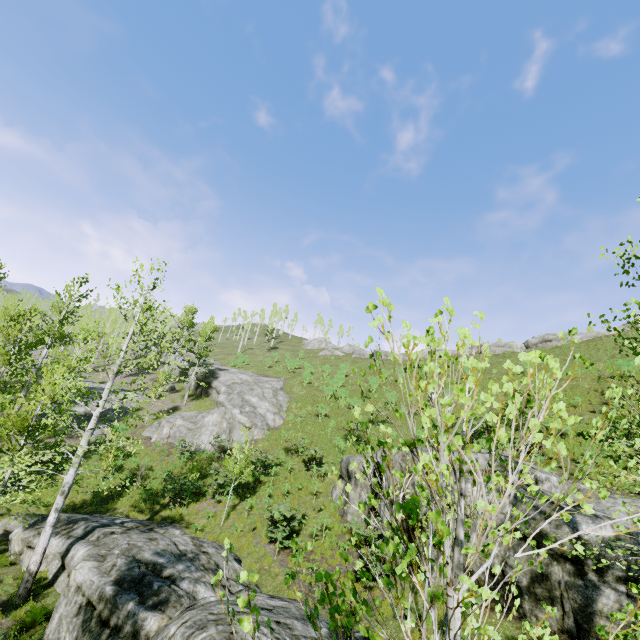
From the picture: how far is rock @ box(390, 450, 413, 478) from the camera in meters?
12.9 m

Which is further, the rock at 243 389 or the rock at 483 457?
the rock at 243 389

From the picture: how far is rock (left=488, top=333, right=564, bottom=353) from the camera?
38.19m

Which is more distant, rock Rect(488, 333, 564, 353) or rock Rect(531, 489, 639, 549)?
rock Rect(488, 333, 564, 353)

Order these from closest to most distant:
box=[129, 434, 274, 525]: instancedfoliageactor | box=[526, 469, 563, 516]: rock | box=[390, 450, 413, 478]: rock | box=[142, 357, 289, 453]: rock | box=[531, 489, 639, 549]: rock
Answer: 1. box=[531, 489, 639, 549]: rock
2. box=[526, 469, 563, 516]: rock
3. box=[390, 450, 413, 478]: rock
4. box=[129, 434, 274, 525]: instancedfoliageactor
5. box=[142, 357, 289, 453]: rock

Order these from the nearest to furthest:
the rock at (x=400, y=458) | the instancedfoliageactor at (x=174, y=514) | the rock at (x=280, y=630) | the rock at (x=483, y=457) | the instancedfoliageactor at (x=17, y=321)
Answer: the rock at (x=280, y=630) → the instancedfoliageactor at (x=17, y=321) → the rock at (x=483, y=457) → the rock at (x=400, y=458) → the instancedfoliageactor at (x=174, y=514)

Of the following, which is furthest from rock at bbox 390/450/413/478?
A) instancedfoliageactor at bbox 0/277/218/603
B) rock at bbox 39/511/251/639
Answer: instancedfoliageactor at bbox 0/277/218/603

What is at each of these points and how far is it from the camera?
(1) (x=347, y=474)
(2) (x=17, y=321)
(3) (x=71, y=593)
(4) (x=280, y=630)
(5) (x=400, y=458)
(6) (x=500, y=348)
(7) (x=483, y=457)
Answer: (1) rock, 16.8 meters
(2) instancedfoliageactor, 33.5 meters
(3) rock, 9.0 meters
(4) rock, 7.3 meters
(5) rock, 13.3 meters
(6) rock, 41.8 meters
(7) rock, 12.1 meters
